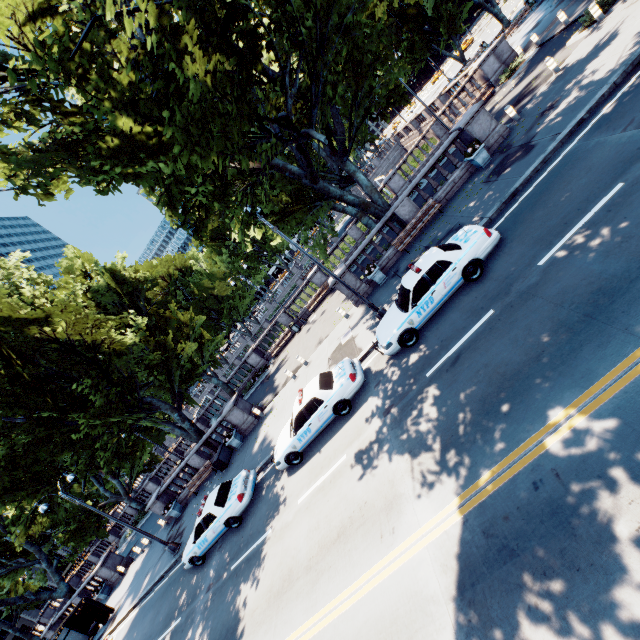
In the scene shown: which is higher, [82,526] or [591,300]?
[82,526]

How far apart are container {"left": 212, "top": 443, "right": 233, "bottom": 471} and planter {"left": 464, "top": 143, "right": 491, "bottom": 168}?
21.9m

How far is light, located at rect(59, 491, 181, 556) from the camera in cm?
1680

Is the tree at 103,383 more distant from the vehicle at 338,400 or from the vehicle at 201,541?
the vehicle at 338,400

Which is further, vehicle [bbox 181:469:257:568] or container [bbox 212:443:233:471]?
container [bbox 212:443:233:471]

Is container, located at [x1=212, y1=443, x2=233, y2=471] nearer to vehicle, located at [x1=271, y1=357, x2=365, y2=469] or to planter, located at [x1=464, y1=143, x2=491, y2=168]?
vehicle, located at [x1=271, y1=357, x2=365, y2=469]

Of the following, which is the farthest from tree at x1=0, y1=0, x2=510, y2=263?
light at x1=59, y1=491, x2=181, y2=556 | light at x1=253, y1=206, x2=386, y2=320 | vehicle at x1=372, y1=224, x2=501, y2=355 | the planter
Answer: vehicle at x1=372, y1=224, x2=501, y2=355

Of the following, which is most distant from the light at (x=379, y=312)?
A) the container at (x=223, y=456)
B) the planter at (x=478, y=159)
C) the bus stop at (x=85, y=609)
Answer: the bus stop at (x=85, y=609)
